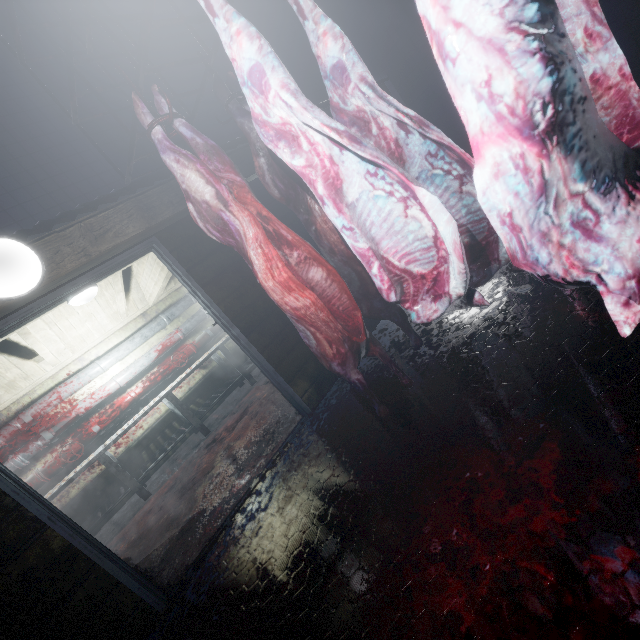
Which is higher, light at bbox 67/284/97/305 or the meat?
light at bbox 67/284/97/305

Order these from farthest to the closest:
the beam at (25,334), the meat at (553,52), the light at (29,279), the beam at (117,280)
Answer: the beam at (117,280)
the beam at (25,334)
the light at (29,279)
the meat at (553,52)

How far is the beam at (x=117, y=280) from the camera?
3.73m

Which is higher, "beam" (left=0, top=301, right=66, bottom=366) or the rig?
the rig

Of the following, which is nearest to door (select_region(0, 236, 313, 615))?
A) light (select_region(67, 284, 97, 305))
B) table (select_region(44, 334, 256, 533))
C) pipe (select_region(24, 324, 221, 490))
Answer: light (select_region(67, 284, 97, 305))

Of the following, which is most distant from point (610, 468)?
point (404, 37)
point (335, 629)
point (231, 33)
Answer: point (404, 37)

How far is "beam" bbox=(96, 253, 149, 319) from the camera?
3.73m

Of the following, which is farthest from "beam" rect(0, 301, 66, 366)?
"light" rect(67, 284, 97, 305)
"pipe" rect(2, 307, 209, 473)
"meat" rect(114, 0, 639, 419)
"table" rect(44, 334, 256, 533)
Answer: "meat" rect(114, 0, 639, 419)
